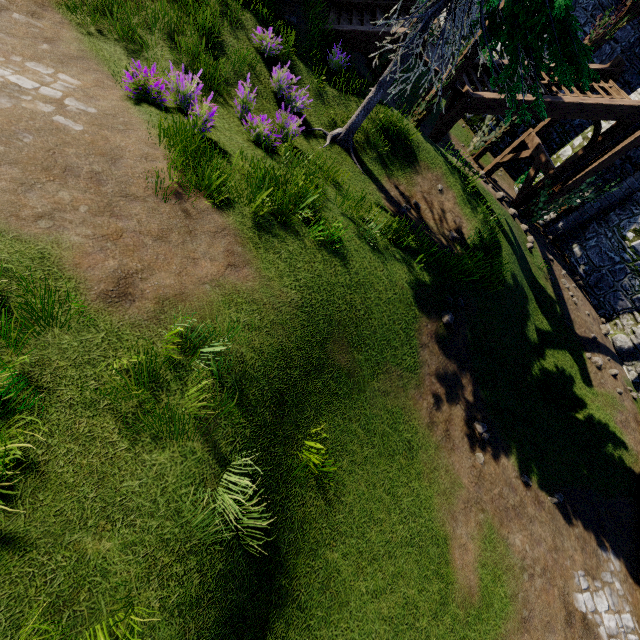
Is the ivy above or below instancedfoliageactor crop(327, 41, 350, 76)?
above

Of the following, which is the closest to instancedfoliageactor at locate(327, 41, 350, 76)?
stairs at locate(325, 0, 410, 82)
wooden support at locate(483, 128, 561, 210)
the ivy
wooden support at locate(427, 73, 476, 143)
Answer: stairs at locate(325, 0, 410, 82)

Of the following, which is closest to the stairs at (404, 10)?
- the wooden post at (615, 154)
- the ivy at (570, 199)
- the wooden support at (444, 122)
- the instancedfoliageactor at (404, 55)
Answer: the ivy at (570, 199)

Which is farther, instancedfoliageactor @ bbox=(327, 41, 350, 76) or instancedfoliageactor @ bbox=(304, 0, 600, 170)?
instancedfoliageactor @ bbox=(327, 41, 350, 76)

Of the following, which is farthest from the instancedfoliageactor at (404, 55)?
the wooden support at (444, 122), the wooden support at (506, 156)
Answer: the wooden support at (506, 156)

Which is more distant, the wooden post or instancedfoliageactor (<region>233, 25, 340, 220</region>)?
the wooden post

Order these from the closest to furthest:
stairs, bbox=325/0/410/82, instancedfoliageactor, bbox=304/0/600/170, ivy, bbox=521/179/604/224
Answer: instancedfoliageactor, bbox=304/0/600/170 < stairs, bbox=325/0/410/82 < ivy, bbox=521/179/604/224

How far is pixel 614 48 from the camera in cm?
1538
